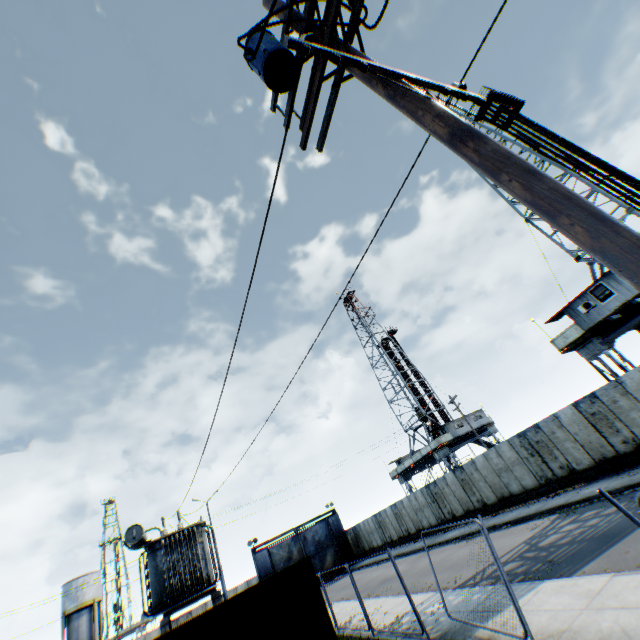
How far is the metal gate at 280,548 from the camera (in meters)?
35.59

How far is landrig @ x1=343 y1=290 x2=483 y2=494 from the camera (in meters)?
37.94

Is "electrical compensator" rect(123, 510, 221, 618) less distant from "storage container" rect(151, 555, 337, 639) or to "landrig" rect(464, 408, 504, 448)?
"storage container" rect(151, 555, 337, 639)

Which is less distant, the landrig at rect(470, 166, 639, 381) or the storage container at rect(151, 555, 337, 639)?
the storage container at rect(151, 555, 337, 639)

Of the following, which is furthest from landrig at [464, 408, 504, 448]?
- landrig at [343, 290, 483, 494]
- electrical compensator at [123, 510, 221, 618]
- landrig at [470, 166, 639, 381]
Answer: electrical compensator at [123, 510, 221, 618]

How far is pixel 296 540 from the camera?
37.6m

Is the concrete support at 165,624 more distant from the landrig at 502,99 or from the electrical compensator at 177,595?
the landrig at 502,99

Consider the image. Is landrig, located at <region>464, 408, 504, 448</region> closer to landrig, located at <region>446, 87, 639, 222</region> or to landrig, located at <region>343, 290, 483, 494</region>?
landrig, located at <region>343, 290, 483, 494</region>
